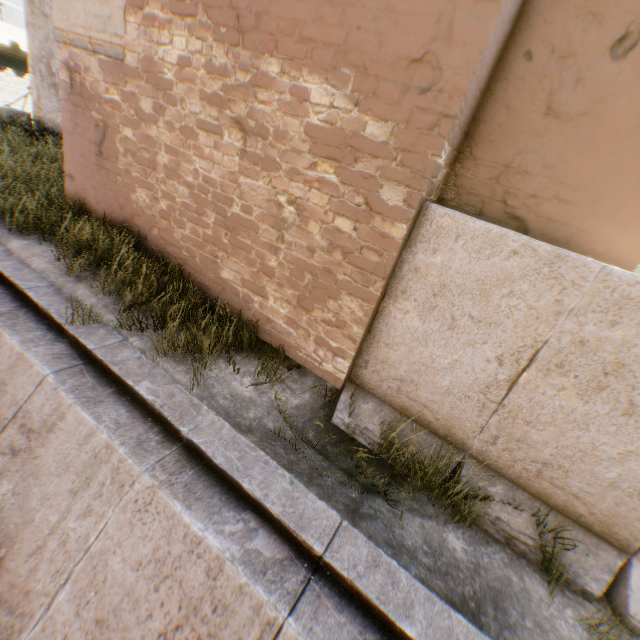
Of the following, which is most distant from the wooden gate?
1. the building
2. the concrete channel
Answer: the concrete channel

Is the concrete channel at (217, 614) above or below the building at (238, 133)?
below

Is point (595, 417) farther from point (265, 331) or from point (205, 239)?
point (205, 239)

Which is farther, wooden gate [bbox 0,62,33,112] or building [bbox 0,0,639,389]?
wooden gate [bbox 0,62,33,112]

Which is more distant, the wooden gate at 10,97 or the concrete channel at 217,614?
the wooden gate at 10,97

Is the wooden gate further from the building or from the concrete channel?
the concrete channel

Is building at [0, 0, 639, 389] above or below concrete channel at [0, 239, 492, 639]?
above
